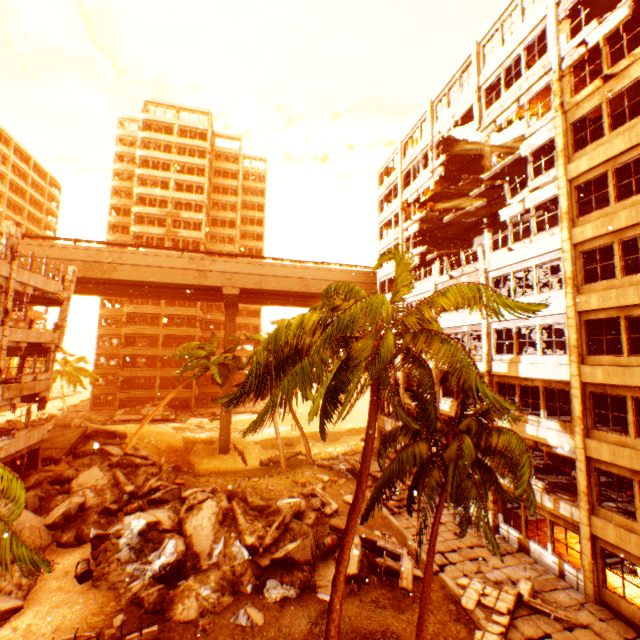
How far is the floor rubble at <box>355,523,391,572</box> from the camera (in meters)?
14.10

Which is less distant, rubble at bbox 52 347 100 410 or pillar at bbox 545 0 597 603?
pillar at bbox 545 0 597 603

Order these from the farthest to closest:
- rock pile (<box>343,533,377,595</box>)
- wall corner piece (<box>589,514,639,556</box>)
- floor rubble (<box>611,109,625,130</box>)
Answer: floor rubble (<box>611,109,625,130</box>)
rock pile (<box>343,533,377,595</box>)
wall corner piece (<box>589,514,639,556</box>)

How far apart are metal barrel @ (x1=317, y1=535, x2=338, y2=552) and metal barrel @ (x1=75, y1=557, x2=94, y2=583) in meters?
9.0

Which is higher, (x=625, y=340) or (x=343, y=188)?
(x=343, y=188)

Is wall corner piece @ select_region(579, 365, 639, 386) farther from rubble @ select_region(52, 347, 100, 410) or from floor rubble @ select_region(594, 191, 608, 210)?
floor rubble @ select_region(594, 191, 608, 210)

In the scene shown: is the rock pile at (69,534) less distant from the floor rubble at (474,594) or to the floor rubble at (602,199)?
the floor rubble at (474,594)

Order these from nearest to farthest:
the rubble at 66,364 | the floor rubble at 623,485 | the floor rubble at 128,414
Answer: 1. the floor rubble at 623,485
2. the rubble at 66,364
3. the floor rubble at 128,414
